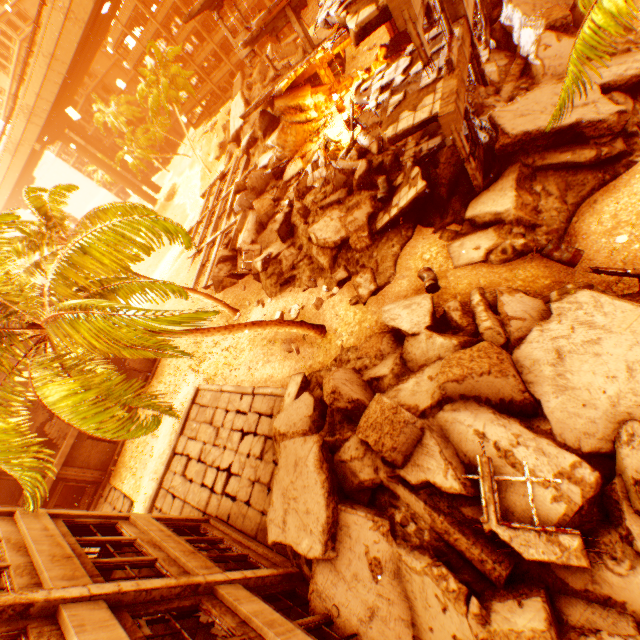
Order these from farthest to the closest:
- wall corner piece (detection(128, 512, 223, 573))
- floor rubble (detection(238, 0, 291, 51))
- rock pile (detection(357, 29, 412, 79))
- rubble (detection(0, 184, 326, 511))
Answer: rock pile (detection(357, 29, 412, 79))
floor rubble (detection(238, 0, 291, 51))
wall corner piece (detection(128, 512, 223, 573))
rubble (detection(0, 184, 326, 511))

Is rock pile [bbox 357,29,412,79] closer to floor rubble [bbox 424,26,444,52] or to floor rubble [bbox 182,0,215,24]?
floor rubble [bbox 424,26,444,52]

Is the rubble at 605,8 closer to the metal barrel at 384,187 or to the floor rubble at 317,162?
the metal barrel at 384,187

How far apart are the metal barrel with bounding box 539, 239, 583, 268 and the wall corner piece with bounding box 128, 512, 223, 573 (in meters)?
12.05

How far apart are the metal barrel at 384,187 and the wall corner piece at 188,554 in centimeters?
1342cm

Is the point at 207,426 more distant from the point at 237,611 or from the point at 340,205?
the point at 340,205

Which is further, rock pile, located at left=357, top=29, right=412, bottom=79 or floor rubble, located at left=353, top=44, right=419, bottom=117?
rock pile, located at left=357, top=29, right=412, bottom=79

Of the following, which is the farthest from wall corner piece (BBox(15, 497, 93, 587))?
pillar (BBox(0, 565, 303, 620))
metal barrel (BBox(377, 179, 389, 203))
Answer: metal barrel (BBox(377, 179, 389, 203))
